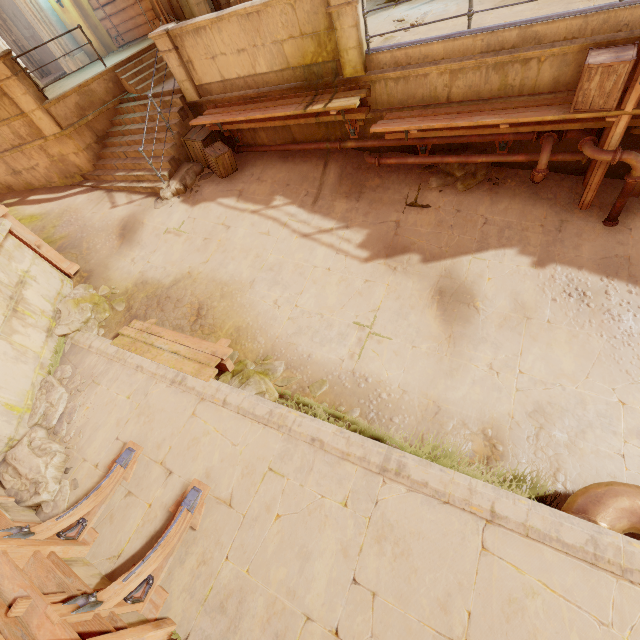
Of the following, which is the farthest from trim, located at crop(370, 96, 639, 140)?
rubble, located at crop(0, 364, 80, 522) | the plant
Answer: rubble, located at crop(0, 364, 80, 522)

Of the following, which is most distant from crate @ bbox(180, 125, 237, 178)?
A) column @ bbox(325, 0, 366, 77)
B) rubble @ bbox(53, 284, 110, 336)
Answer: rubble @ bbox(53, 284, 110, 336)

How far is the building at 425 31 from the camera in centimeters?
585cm

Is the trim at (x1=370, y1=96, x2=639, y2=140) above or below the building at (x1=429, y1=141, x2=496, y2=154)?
above

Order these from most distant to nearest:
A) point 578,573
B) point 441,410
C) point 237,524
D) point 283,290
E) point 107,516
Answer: point 283,290 → point 441,410 → point 107,516 → point 237,524 → point 578,573

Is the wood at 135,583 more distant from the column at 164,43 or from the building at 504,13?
the column at 164,43

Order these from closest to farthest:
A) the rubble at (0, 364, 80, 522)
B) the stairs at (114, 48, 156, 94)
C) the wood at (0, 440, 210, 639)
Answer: the wood at (0, 440, 210, 639)
the rubble at (0, 364, 80, 522)
the stairs at (114, 48, 156, 94)

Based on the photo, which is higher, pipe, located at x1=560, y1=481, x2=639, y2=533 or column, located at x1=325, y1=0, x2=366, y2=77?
column, located at x1=325, y1=0, x2=366, y2=77
